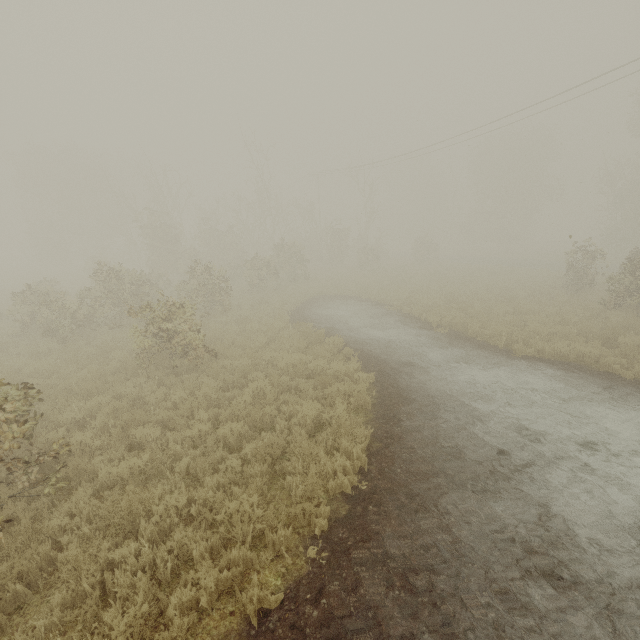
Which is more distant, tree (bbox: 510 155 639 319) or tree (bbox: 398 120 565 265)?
tree (bbox: 398 120 565 265)

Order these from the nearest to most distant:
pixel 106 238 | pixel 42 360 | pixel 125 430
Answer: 1. pixel 125 430
2. pixel 42 360
3. pixel 106 238

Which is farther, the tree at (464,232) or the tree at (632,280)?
the tree at (464,232)

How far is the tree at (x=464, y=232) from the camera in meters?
41.2

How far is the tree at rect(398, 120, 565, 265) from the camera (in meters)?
41.25
